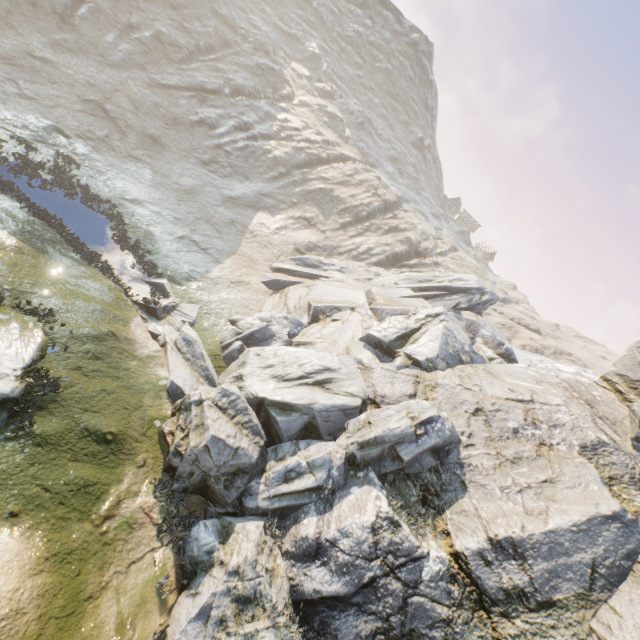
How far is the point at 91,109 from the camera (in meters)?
23.53
